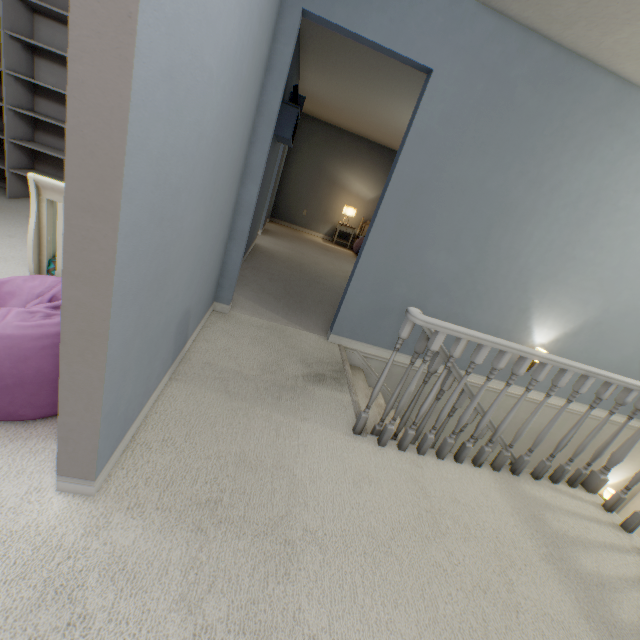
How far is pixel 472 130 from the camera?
2.3m

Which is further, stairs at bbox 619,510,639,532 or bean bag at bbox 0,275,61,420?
stairs at bbox 619,510,639,532

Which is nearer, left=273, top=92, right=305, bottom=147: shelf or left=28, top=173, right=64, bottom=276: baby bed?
left=28, top=173, right=64, bottom=276: baby bed

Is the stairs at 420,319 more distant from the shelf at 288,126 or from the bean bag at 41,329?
the shelf at 288,126

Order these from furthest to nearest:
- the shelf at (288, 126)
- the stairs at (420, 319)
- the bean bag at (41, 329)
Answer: the shelf at (288, 126), the stairs at (420, 319), the bean bag at (41, 329)

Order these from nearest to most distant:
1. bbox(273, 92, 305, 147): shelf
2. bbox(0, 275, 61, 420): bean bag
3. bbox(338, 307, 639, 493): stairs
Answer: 1. bbox(0, 275, 61, 420): bean bag
2. bbox(338, 307, 639, 493): stairs
3. bbox(273, 92, 305, 147): shelf

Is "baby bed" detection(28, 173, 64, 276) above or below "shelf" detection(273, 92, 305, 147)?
below

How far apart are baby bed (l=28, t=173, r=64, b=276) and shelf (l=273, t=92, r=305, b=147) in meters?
1.1 m
